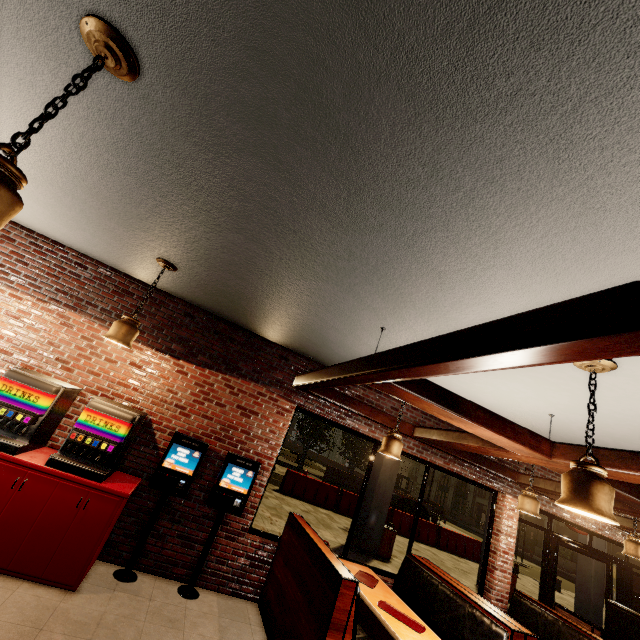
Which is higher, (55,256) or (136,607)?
(55,256)

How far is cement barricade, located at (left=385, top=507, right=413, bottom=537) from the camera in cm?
1492

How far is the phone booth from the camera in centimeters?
3744cm

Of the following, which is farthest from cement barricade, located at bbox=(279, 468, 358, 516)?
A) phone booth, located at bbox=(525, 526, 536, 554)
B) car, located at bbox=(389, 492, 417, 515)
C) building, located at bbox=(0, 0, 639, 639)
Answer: phone booth, located at bbox=(525, 526, 536, 554)

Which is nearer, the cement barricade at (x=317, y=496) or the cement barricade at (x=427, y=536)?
the cement barricade at (x=317, y=496)

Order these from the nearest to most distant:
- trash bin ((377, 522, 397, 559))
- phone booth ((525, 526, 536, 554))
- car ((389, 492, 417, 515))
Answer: trash bin ((377, 522, 397, 559)) < car ((389, 492, 417, 515)) < phone booth ((525, 526, 536, 554))

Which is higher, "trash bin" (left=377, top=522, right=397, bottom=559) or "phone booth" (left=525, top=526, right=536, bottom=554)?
"phone booth" (left=525, top=526, right=536, bottom=554)

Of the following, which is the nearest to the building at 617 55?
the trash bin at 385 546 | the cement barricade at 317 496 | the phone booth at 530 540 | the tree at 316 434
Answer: the trash bin at 385 546
